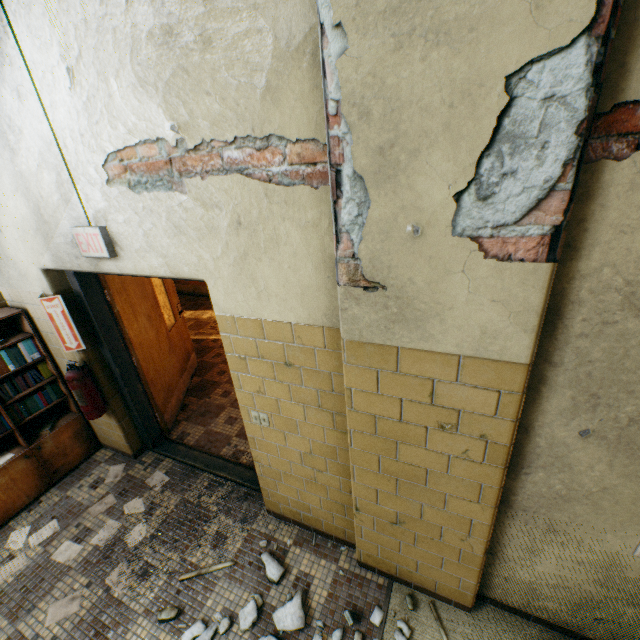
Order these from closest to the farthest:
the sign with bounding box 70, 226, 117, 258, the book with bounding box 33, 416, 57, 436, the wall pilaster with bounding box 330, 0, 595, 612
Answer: the wall pilaster with bounding box 330, 0, 595, 612 → the sign with bounding box 70, 226, 117, 258 → the book with bounding box 33, 416, 57, 436

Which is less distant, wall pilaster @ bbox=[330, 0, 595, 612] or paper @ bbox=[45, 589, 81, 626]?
wall pilaster @ bbox=[330, 0, 595, 612]

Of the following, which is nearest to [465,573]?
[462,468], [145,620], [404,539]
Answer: [404,539]

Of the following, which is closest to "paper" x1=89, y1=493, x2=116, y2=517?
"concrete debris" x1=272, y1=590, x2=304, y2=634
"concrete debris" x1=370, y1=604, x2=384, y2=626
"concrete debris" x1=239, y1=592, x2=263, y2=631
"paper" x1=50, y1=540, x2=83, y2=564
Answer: "paper" x1=50, y1=540, x2=83, y2=564

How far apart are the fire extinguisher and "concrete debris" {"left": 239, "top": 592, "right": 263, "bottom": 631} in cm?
171

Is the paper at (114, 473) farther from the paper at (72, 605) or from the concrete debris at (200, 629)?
the concrete debris at (200, 629)

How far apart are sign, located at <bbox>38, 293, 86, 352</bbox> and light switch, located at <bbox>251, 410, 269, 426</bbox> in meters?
1.8 m

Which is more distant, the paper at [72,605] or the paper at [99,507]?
the paper at [99,507]
